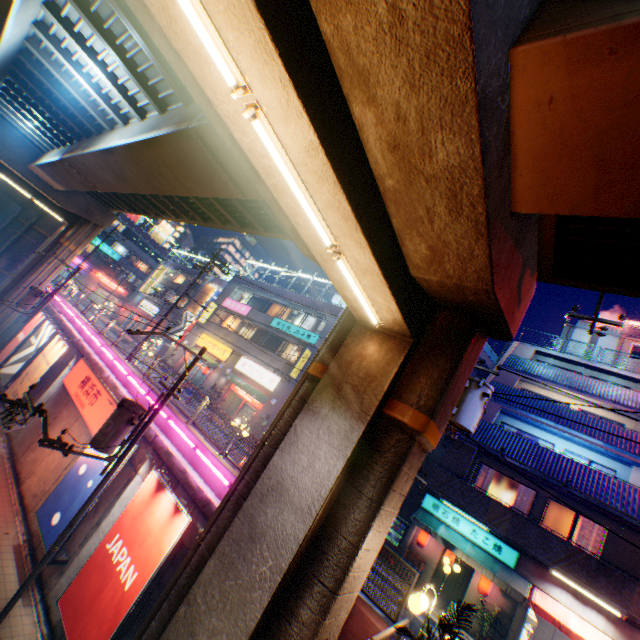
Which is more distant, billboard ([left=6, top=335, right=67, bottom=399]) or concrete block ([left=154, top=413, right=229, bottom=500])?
billboard ([left=6, top=335, right=67, bottom=399])

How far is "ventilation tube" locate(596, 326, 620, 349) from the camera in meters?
21.6

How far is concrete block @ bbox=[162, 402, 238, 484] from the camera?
10.8 meters

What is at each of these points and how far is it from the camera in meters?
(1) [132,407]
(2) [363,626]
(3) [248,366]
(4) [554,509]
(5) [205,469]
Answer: (1) electric pole, 10.4 m
(2) concrete block, 7.1 m
(3) sign, 28.2 m
(4) window glass, 15.0 m
(5) concrete block, 11.2 m

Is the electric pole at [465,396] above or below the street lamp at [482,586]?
above

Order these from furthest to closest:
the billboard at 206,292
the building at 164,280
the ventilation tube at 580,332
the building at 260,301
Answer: the building at 164,280
the billboard at 206,292
the building at 260,301
the ventilation tube at 580,332

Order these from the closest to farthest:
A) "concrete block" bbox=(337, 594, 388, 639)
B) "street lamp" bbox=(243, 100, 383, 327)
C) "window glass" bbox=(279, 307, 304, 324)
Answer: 1. "street lamp" bbox=(243, 100, 383, 327)
2. "concrete block" bbox=(337, 594, 388, 639)
3. "window glass" bbox=(279, 307, 304, 324)

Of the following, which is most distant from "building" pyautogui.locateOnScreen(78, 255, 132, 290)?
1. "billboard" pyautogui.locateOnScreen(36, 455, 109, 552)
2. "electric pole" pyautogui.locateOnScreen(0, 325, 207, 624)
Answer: "electric pole" pyautogui.locateOnScreen(0, 325, 207, 624)
